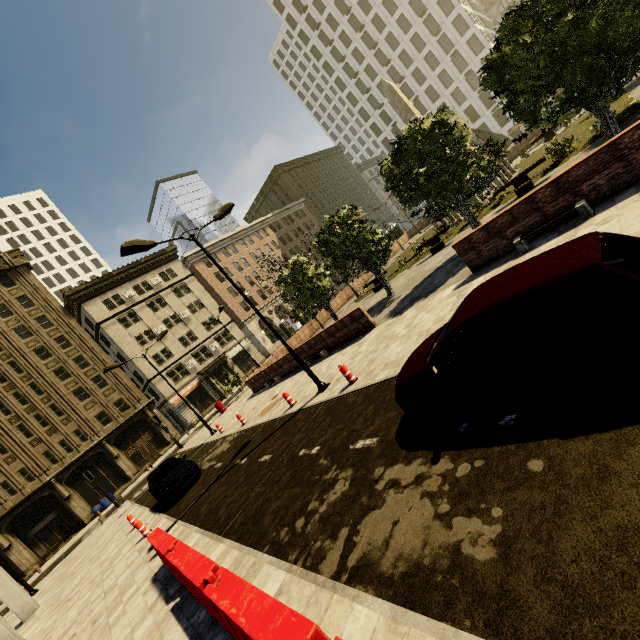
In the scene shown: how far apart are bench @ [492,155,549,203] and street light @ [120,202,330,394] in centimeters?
1340cm

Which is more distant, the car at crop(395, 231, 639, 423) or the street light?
the street light

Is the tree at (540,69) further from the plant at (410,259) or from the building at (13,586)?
the building at (13,586)

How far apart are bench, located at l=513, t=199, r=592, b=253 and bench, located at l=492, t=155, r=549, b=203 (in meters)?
8.85

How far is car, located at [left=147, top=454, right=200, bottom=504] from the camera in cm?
1380

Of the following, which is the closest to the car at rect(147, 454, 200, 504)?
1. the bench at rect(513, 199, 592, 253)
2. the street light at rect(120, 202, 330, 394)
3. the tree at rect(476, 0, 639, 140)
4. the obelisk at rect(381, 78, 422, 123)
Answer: the street light at rect(120, 202, 330, 394)

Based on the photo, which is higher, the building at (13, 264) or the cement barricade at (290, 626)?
the building at (13, 264)

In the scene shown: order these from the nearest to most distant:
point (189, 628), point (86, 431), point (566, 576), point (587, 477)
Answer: point (566, 576) → point (587, 477) → point (189, 628) → point (86, 431)
